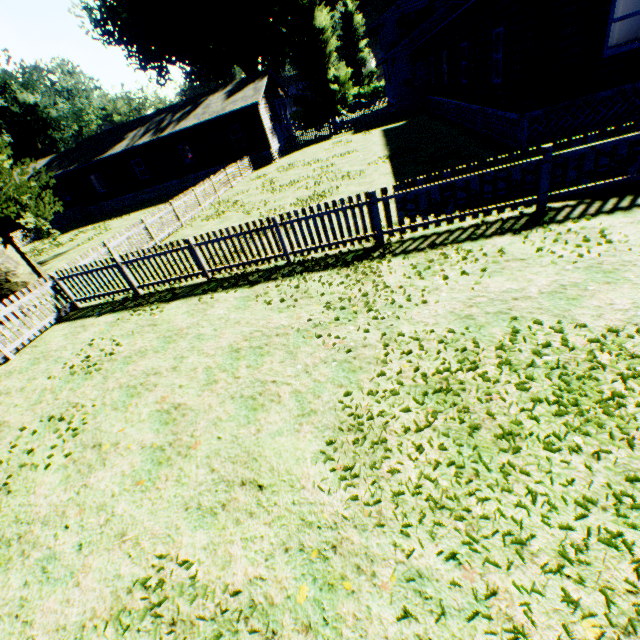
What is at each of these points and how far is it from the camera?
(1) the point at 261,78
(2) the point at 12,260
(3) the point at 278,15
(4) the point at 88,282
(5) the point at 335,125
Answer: (1) house, 27.0m
(2) plant, 13.6m
(3) plant, 33.4m
(4) fence, 10.0m
(5) fence, 33.8m

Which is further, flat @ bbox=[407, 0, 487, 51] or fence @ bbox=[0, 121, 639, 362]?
flat @ bbox=[407, 0, 487, 51]

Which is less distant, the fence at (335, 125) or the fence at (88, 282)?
the fence at (88, 282)

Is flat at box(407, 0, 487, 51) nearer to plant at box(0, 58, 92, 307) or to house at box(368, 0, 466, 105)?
house at box(368, 0, 466, 105)

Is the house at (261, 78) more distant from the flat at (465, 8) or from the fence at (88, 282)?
the flat at (465, 8)

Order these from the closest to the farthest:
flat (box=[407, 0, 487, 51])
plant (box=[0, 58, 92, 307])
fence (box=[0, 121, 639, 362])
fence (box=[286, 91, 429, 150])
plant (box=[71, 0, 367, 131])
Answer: fence (box=[0, 121, 639, 362]) < flat (box=[407, 0, 487, 51]) < plant (box=[0, 58, 92, 307]) < fence (box=[286, 91, 429, 150]) < plant (box=[71, 0, 367, 131])

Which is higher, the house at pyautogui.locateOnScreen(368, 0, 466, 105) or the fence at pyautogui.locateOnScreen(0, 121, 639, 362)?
the house at pyautogui.locateOnScreen(368, 0, 466, 105)

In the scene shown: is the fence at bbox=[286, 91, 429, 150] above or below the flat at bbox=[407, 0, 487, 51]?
below
